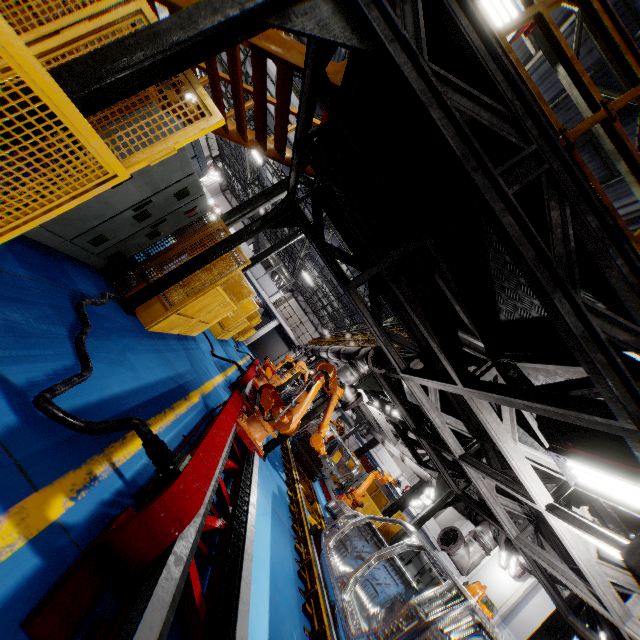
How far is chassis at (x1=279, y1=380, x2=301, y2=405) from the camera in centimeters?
1800cm

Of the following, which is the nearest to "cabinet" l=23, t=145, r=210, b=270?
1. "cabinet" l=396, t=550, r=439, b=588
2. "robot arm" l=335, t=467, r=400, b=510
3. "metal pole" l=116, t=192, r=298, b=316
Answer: "metal pole" l=116, t=192, r=298, b=316

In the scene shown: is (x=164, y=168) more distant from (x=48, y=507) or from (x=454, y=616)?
(x=454, y=616)

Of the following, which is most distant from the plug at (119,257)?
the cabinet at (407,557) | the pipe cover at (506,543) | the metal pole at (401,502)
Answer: the metal pole at (401,502)

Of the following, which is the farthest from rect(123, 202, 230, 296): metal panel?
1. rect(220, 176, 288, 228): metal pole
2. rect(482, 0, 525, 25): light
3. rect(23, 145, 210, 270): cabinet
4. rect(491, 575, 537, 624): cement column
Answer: rect(491, 575, 537, 624): cement column

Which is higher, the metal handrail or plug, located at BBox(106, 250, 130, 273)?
the metal handrail

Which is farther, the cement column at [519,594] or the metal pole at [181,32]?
the cement column at [519,594]

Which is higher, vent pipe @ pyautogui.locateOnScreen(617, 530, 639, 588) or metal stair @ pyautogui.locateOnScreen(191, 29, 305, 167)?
metal stair @ pyautogui.locateOnScreen(191, 29, 305, 167)
